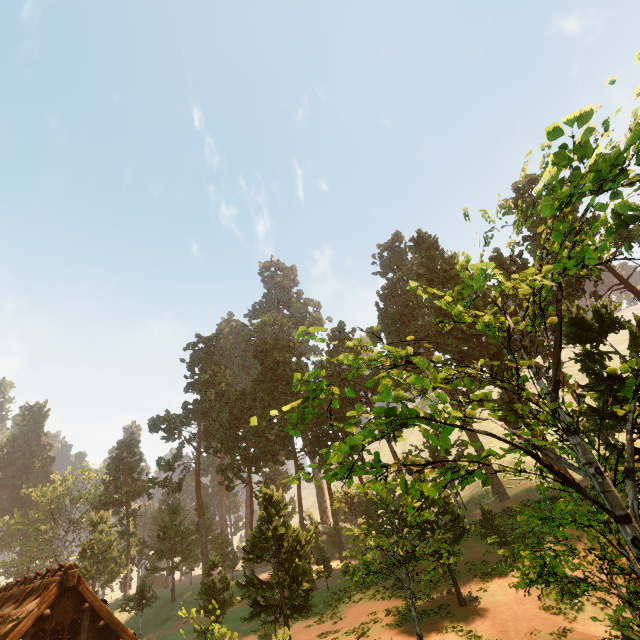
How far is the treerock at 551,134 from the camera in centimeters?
539cm

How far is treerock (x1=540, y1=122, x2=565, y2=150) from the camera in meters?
5.4 m

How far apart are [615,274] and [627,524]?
33.70m

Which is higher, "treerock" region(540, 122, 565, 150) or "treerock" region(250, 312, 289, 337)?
"treerock" region(250, 312, 289, 337)

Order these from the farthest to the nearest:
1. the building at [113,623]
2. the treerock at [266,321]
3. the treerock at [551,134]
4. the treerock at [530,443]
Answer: the treerock at [266,321] → the building at [113,623] → the treerock at [530,443] → the treerock at [551,134]

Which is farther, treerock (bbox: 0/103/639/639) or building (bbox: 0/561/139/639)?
building (bbox: 0/561/139/639)
